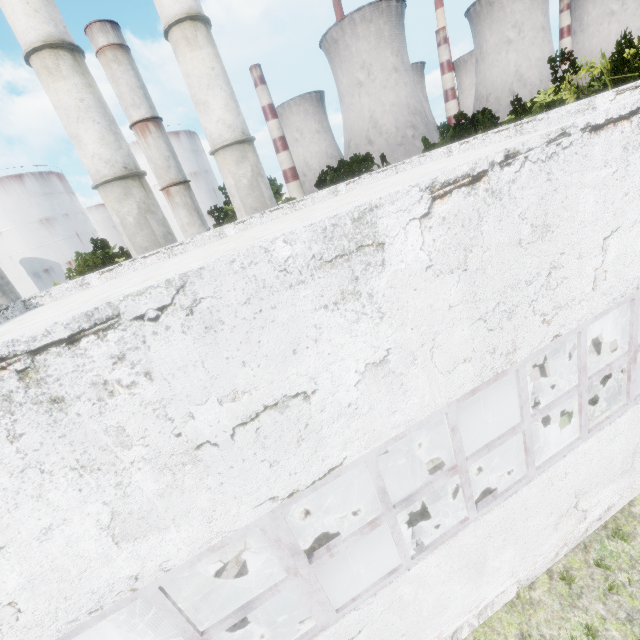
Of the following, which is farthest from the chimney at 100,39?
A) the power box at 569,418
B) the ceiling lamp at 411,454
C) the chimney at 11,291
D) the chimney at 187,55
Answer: the power box at 569,418

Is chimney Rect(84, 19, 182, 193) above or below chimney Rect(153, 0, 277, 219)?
above

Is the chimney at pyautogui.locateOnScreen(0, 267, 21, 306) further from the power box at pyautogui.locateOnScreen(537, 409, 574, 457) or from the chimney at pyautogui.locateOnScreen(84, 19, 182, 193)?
the power box at pyautogui.locateOnScreen(537, 409, 574, 457)

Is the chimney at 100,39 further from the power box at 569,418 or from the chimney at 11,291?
the power box at 569,418

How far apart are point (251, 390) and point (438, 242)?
2.58m

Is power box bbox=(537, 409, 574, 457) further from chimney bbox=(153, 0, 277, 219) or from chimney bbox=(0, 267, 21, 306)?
chimney bbox=(0, 267, 21, 306)

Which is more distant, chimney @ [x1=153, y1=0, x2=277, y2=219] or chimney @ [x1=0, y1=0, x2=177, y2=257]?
chimney @ [x1=153, y1=0, x2=277, y2=219]

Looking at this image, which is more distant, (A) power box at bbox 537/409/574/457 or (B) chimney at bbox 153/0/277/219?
(B) chimney at bbox 153/0/277/219
